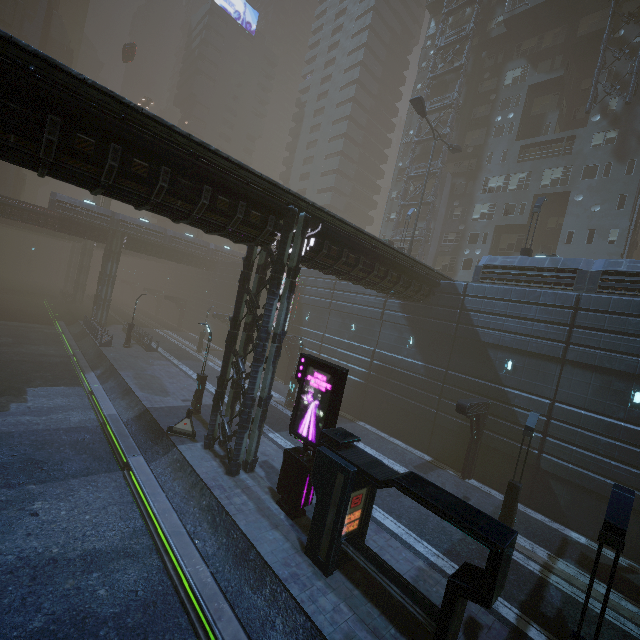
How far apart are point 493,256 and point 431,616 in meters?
19.7 m

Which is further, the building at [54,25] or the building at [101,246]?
the building at [54,25]

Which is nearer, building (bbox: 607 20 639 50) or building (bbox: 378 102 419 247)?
building (bbox: 607 20 639 50)

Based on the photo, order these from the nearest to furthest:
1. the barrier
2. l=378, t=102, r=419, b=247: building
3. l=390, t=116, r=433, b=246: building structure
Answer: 1. the barrier
2. l=390, t=116, r=433, b=246: building structure
3. l=378, t=102, r=419, b=247: building

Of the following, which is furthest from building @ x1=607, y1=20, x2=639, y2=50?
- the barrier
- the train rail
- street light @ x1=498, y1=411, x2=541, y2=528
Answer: street light @ x1=498, y1=411, x2=541, y2=528

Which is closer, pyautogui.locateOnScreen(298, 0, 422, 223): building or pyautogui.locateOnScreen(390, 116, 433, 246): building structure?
pyautogui.locateOnScreen(390, 116, 433, 246): building structure

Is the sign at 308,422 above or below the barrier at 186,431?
above

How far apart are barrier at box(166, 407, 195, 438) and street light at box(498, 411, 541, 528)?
14.7m
